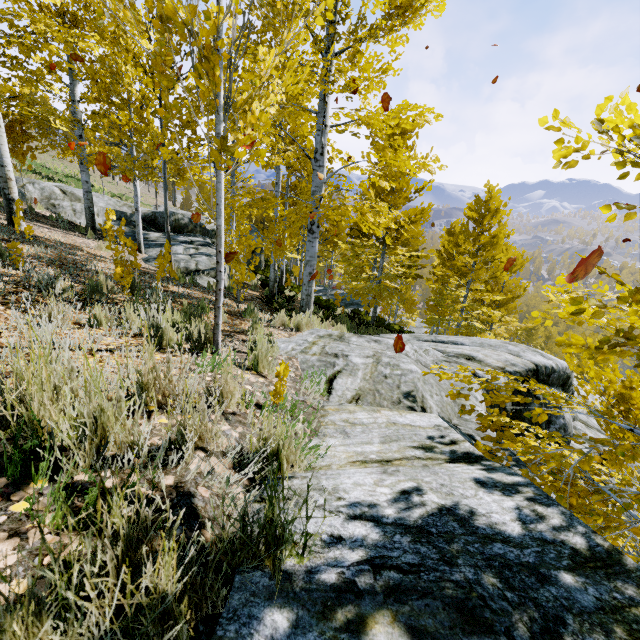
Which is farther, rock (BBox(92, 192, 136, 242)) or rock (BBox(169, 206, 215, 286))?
rock (BBox(92, 192, 136, 242))

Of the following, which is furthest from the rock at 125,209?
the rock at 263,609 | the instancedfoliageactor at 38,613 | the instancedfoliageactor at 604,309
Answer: the instancedfoliageactor at 38,613

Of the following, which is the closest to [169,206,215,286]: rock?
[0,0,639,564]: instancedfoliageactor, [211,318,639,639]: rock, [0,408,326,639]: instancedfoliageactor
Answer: [0,0,639,564]: instancedfoliageactor

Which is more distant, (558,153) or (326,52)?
(326,52)

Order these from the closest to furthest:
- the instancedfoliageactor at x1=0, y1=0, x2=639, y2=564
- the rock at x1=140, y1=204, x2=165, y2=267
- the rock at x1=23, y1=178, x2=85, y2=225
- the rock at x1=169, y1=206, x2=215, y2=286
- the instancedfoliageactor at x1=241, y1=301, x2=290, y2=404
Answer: the instancedfoliageactor at x1=0, y1=0, x2=639, y2=564 < the instancedfoliageactor at x1=241, y1=301, x2=290, y2=404 < the rock at x1=169, y1=206, x2=215, y2=286 < the rock at x1=140, y1=204, x2=165, y2=267 < the rock at x1=23, y1=178, x2=85, y2=225

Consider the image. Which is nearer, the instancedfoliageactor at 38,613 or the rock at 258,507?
the instancedfoliageactor at 38,613

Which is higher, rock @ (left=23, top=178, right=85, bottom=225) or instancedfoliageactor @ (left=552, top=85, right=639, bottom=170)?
instancedfoliageactor @ (left=552, top=85, right=639, bottom=170)

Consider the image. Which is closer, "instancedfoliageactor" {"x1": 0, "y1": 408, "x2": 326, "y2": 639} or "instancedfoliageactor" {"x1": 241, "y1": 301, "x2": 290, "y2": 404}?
"instancedfoliageactor" {"x1": 0, "y1": 408, "x2": 326, "y2": 639}
